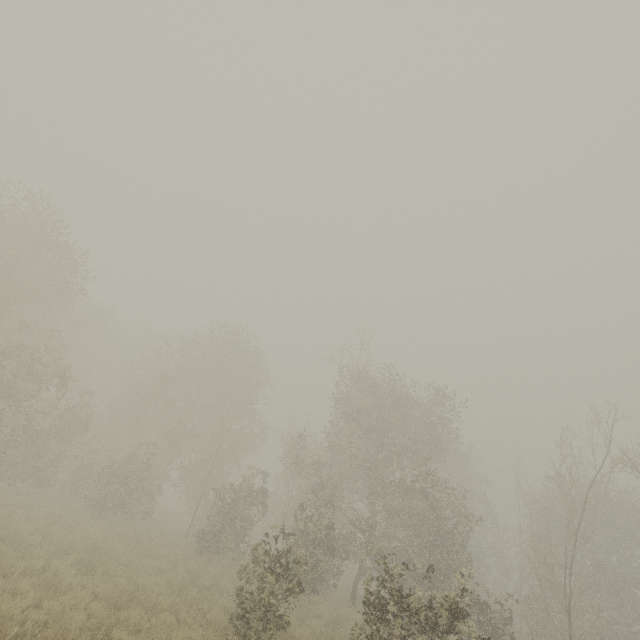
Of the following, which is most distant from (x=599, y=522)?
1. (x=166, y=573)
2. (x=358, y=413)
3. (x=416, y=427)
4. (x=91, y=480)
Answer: (x=91, y=480)
